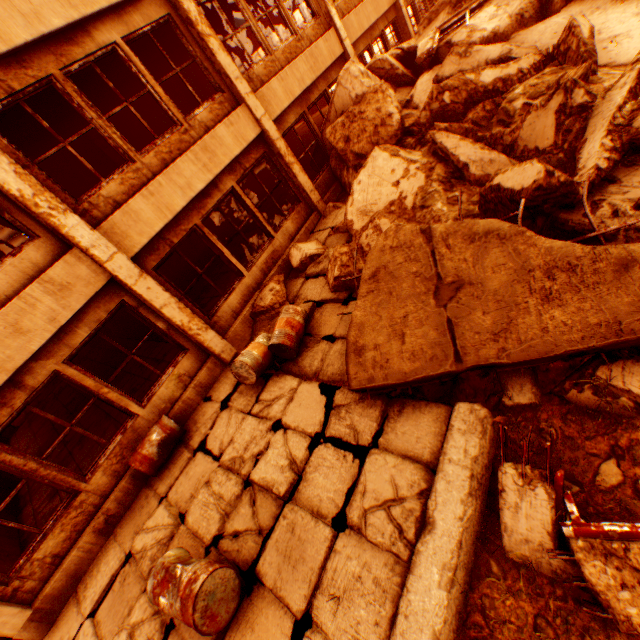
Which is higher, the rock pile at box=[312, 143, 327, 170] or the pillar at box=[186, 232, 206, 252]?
the rock pile at box=[312, 143, 327, 170]

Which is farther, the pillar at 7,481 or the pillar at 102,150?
the pillar at 102,150

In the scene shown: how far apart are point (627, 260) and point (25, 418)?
17.7m

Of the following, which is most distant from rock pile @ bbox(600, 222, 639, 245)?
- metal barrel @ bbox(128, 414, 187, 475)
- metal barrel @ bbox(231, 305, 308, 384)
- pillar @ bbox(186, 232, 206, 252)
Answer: pillar @ bbox(186, 232, 206, 252)

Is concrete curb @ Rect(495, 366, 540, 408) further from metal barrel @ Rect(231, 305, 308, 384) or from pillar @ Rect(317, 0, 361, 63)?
pillar @ Rect(317, 0, 361, 63)

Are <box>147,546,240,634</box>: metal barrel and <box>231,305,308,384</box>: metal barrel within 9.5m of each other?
yes

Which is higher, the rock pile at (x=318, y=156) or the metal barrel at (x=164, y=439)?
the rock pile at (x=318, y=156)

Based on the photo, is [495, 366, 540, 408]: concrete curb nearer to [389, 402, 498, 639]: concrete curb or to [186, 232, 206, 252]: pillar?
[389, 402, 498, 639]: concrete curb
